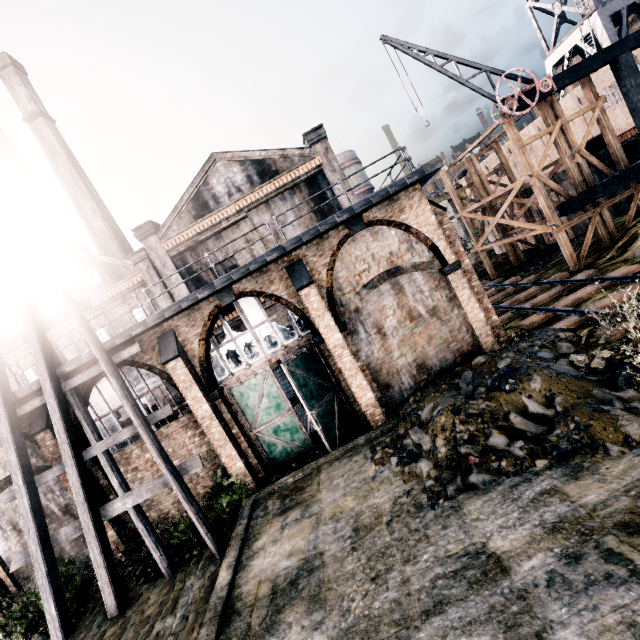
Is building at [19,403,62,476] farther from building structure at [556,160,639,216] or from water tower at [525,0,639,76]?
water tower at [525,0,639,76]

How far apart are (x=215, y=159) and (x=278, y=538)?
26.20m

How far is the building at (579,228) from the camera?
23.12m

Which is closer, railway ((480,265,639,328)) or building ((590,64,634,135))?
railway ((480,265,639,328))

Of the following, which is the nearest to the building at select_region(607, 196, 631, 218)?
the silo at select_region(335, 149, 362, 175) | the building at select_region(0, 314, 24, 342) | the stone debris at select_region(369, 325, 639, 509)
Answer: the silo at select_region(335, 149, 362, 175)

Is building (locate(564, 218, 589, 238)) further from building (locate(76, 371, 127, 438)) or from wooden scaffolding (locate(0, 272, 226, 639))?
wooden scaffolding (locate(0, 272, 226, 639))

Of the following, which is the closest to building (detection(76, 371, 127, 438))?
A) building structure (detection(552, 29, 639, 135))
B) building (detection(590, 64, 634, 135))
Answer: building structure (detection(552, 29, 639, 135))

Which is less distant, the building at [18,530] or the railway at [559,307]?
the railway at [559,307]
